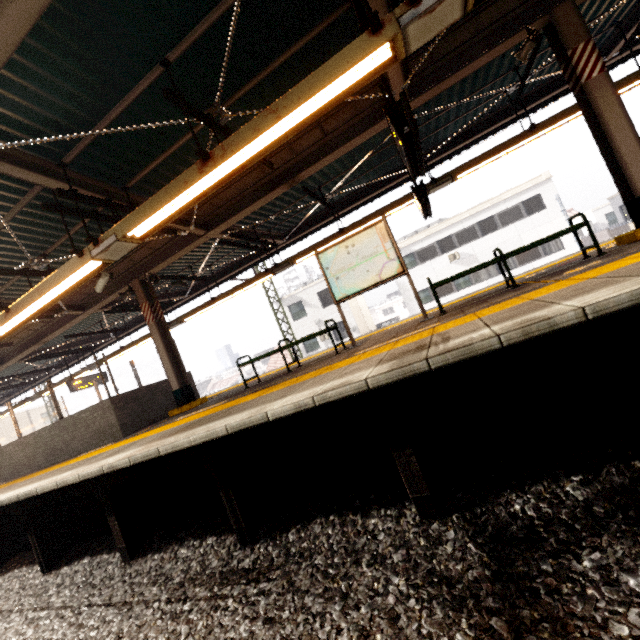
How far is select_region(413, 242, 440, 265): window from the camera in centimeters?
2442cm

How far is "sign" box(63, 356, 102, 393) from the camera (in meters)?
12.97

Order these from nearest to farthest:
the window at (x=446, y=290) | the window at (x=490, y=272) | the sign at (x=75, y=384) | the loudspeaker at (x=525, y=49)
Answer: the loudspeaker at (x=525, y=49)
the sign at (x=75, y=384)
the window at (x=490, y=272)
the window at (x=446, y=290)

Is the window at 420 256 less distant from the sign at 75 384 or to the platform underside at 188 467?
the sign at 75 384

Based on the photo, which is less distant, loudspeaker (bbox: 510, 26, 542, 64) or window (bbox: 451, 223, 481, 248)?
loudspeaker (bbox: 510, 26, 542, 64)

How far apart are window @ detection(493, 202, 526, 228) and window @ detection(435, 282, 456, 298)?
4.5m

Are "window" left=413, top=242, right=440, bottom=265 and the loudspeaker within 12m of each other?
no

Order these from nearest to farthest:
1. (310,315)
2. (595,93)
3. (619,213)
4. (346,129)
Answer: (595,93)
(346,129)
(619,213)
(310,315)
